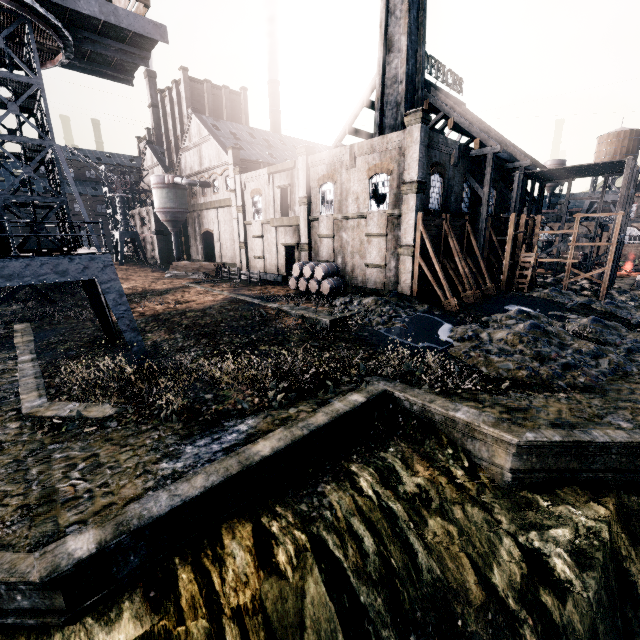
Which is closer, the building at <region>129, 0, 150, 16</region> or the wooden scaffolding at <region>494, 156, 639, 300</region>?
the building at <region>129, 0, 150, 16</region>

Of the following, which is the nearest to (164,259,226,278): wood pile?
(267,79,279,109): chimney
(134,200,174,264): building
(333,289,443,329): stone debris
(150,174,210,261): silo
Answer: (134,200,174,264): building

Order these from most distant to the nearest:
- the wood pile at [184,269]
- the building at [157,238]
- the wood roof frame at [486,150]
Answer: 1. the building at [157,238]
2. the wood pile at [184,269]
3. the wood roof frame at [486,150]

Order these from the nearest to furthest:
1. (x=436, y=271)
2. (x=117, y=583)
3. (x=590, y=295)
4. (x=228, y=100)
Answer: (x=117, y=583)
(x=436, y=271)
(x=590, y=295)
(x=228, y=100)

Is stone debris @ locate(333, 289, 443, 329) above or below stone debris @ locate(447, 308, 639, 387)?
above

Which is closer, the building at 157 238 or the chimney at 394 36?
the chimney at 394 36

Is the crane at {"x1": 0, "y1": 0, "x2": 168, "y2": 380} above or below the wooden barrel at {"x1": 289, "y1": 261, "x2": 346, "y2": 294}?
above

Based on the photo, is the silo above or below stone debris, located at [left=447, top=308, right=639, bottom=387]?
above
